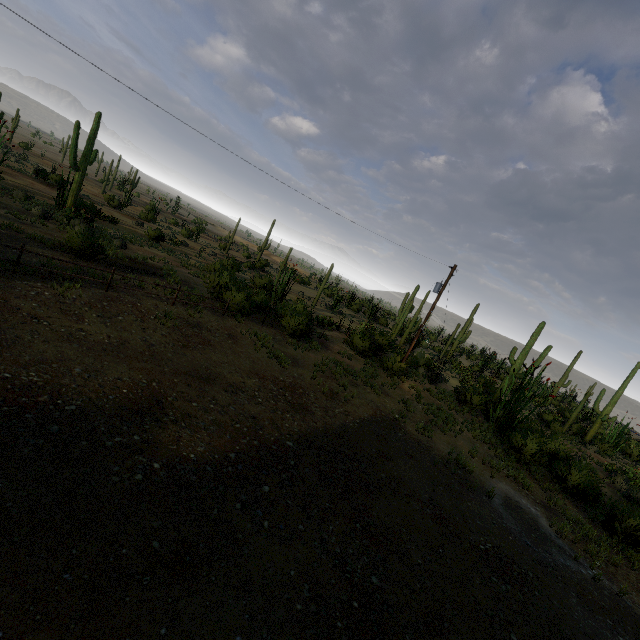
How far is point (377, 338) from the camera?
24.5 meters
